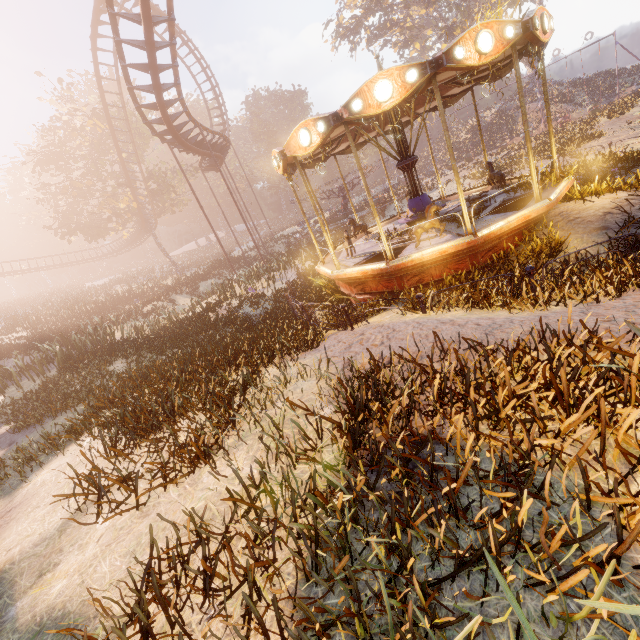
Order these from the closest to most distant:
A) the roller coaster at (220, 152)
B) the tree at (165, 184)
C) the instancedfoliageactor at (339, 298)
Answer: the instancedfoliageactor at (339, 298) < the roller coaster at (220, 152) < the tree at (165, 184)

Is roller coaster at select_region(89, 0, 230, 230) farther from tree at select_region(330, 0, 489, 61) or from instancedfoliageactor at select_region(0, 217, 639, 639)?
tree at select_region(330, 0, 489, 61)

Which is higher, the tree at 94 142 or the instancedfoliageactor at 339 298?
the tree at 94 142

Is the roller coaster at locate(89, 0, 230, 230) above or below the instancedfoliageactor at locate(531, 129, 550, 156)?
above

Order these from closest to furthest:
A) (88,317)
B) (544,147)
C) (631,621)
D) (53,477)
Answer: (631,621), (53,477), (544,147), (88,317)

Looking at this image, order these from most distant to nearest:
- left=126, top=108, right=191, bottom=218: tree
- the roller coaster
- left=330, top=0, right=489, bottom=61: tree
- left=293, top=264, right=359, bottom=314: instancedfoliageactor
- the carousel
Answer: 1. left=330, top=0, right=489, bottom=61: tree
2. left=126, top=108, right=191, bottom=218: tree
3. the roller coaster
4. left=293, top=264, right=359, bottom=314: instancedfoliageactor
5. the carousel

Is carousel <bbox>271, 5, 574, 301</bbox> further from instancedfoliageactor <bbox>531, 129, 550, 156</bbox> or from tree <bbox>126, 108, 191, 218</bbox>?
tree <bbox>126, 108, 191, 218</bbox>

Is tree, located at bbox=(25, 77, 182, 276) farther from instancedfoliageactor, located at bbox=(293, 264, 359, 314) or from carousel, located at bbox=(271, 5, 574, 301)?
instancedfoliageactor, located at bbox=(293, 264, 359, 314)
